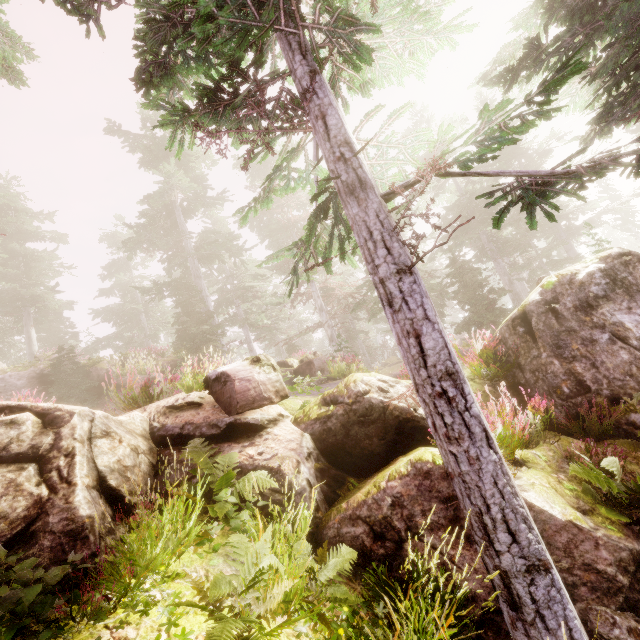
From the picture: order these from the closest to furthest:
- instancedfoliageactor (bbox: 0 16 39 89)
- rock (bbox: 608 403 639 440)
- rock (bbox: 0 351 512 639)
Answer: rock (bbox: 0 351 512 639), rock (bbox: 608 403 639 440), instancedfoliageactor (bbox: 0 16 39 89)

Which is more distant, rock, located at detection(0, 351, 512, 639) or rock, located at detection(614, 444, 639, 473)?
rock, located at detection(614, 444, 639, 473)

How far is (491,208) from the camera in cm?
2973

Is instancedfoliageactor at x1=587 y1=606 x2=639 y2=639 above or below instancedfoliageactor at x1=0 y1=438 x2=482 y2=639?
below

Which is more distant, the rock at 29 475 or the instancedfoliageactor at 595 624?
the rock at 29 475

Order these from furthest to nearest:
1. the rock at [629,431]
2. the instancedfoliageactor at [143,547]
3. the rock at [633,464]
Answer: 1. the rock at [629,431]
2. the rock at [633,464]
3. the instancedfoliageactor at [143,547]

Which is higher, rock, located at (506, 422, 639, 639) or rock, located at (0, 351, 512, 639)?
rock, located at (0, 351, 512, 639)
